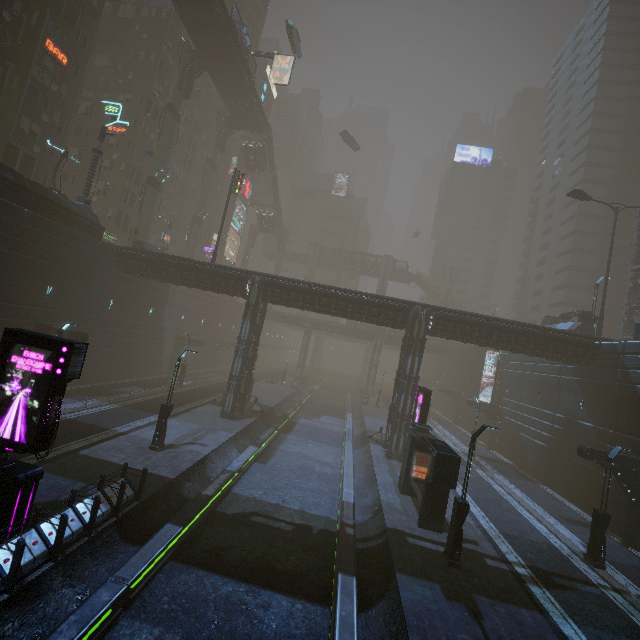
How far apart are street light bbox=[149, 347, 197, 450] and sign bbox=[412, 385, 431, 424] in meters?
14.2 m

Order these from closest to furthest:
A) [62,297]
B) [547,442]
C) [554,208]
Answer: [62,297]
[547,442]
[554,208]

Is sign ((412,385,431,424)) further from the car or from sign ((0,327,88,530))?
the car

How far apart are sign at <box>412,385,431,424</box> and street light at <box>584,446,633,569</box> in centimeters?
839cm

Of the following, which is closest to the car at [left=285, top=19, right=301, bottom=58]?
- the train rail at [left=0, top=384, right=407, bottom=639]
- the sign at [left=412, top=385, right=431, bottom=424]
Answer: the train rail at [left=0, top=384, right=407, bottom=639]

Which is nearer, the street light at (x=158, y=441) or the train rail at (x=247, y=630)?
the train rail at (x=247, y=630)

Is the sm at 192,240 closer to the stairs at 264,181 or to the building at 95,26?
the building at 95,26

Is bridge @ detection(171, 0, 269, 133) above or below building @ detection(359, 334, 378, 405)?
above
